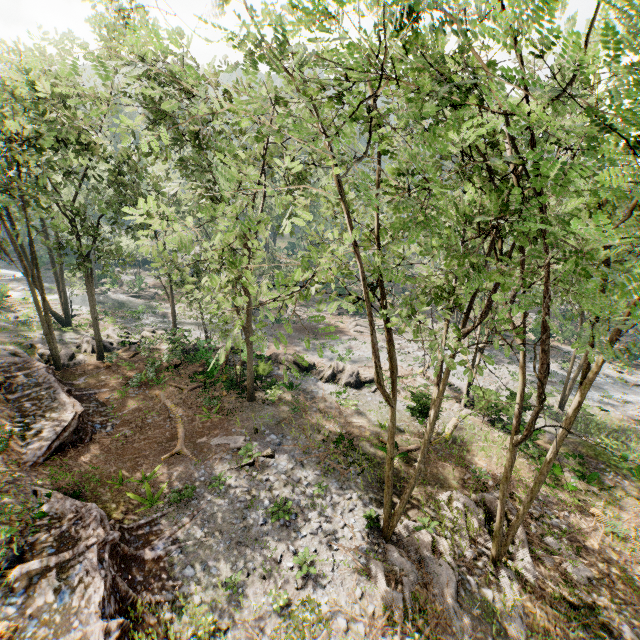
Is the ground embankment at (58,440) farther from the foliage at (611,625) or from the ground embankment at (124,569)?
the ground embankment at (124,569)

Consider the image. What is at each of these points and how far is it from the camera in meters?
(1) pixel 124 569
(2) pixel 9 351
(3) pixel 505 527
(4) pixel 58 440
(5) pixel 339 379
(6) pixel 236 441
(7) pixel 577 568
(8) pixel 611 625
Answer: (1) ground embankment, 11.3
(2) foliage, 21.8
(3) foliage, 14.6
(4) ground embankment, 14.9
(5) rock, 25.7
(6) foliage, 18.1
(7) foliage, 13.3
(8) foliage, 11.3

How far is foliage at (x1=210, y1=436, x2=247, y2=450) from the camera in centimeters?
1761cm

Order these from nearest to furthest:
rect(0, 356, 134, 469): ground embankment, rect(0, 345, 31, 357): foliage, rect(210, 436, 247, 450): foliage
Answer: rect(0, 356, 134, 469): ground embankment < rect(210, 436, 247, 450): foliage < rect(0, 345, 31, 357): foliage

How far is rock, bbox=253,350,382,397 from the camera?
25.52m

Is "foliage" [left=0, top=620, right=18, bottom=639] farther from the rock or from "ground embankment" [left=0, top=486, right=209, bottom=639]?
"ground embankment" [left=0, top=486, right=209, bottom=639]

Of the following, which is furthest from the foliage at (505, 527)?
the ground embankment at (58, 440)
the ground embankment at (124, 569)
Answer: the ground embankment at (124, 569)
